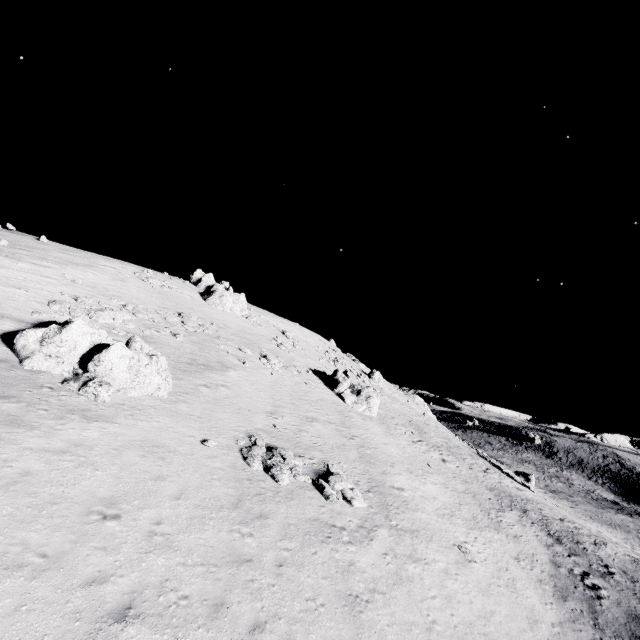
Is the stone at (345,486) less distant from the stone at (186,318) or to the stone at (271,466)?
the stone at (271,466)

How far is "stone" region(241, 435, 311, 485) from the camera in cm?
1532

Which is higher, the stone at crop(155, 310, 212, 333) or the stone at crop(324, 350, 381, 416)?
the stone at crop(155, 310, 212, 333)

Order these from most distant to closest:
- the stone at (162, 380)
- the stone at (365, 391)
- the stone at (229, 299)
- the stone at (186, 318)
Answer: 1. the stone at (229, 299)
2. the stone at (365, 391)
3. the stone at (186, 318)
4. the stone at (162, 380)

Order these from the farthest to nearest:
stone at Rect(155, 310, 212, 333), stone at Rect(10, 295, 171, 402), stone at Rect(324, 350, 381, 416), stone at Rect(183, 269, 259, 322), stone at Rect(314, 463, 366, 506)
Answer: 1. stone at Rect(183, 269, 259, 322)
2. stone at Rect(324, 350, 381, 416)
3. stone at Rect(155, 310, 212, 333)
4. stone at Rect(314, 463, 366, 506)
5. stone at Rect(10, 295, 171, 402)

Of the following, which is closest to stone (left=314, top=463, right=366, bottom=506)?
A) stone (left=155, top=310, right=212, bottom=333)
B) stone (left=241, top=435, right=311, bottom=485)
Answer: stone (left=241, top=435, right=311, bottom=485)

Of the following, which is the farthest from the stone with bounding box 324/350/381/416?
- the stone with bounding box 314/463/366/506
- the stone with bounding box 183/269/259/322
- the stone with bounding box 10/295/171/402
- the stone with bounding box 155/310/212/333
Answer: the stone with bounding box 10/295/171/402

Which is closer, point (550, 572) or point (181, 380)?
point (550, 572)
